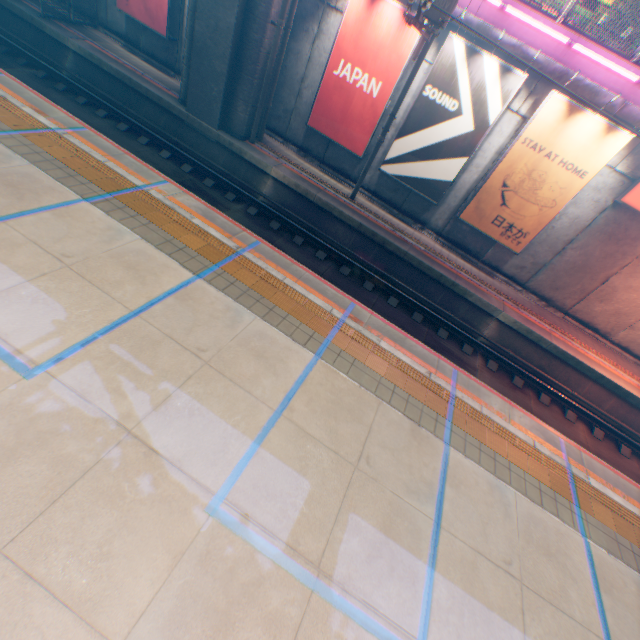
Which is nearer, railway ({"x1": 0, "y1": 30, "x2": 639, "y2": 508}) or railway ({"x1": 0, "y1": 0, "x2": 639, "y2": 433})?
railway ({"x1": 0, "y1": 30, "x2": 639, "y2": 508})

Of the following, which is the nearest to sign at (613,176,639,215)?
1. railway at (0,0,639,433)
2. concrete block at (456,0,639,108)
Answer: concrete block at (456,0,639,108)

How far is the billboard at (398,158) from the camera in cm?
998

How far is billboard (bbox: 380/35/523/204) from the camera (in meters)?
9.98

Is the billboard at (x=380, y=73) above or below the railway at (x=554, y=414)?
above

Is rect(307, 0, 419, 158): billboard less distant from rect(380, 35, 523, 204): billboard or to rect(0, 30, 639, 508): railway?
rect(380, 35, 523, 204): billboard

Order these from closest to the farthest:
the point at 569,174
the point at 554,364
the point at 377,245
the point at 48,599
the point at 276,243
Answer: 1. the point at 48,599
2. the point at 569,174
3. the point at 276,243
4. the point at 554,364
5. the point at 377,245

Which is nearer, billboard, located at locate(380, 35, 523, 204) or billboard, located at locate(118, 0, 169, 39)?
billboard, located at locate(380, 35, 523, 204)
